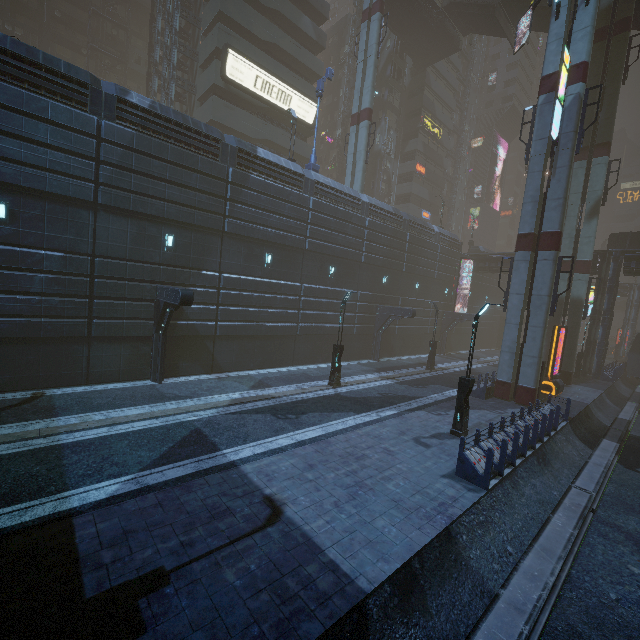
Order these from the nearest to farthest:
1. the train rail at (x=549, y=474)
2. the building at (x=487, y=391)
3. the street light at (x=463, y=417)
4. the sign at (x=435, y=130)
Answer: the train rail at (x=549, y=474) < the street light at (x=463, y=417) < the building at (x=487, y=391) < the sign at (x=435, y=130)

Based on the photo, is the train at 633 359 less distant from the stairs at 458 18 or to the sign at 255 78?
the sign at 255 78

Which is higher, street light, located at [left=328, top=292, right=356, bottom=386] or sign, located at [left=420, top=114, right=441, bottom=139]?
sign, located at [left=420, top=114, right=441, bottom=139]

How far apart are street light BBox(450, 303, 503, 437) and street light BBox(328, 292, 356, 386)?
6.68m

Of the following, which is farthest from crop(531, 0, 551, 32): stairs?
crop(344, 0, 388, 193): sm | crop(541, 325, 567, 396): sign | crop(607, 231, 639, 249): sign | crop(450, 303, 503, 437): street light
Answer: crop(450, 303, 503, 437): street light

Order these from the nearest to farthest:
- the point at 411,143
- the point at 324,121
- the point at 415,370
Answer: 1. the point at 415,370
2. the point at 411,143
3. the point at 324,121

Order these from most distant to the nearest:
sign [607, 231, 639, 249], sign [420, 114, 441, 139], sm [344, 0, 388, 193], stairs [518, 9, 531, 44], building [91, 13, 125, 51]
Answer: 1. sign [420, 114, 441, 139]
2. building [91, 13, 125, 51]
3. sign [607, 231, 639, 249]
4. stairs [518, 9, 531, 44]
5. sm [344, 0, 388, 193]

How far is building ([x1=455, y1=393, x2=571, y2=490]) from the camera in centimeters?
988cm
